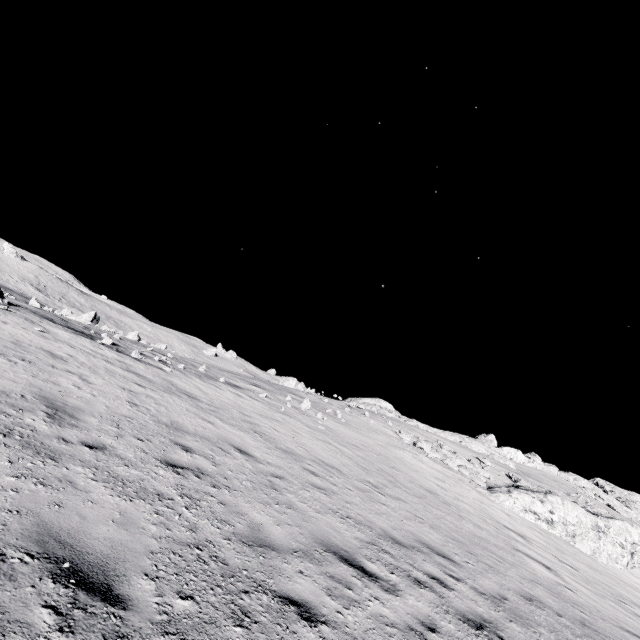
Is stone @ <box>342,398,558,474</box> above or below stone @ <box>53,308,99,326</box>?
above

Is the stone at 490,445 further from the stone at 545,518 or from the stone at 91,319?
the stone at 91,319

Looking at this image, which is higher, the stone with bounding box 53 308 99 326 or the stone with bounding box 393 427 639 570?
the stone with bounding box 393 427 639 570

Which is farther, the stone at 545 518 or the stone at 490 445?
the stone at 490 445

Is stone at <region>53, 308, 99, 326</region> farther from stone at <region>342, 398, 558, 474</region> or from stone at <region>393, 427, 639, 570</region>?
stone at <region>393, 427, 639, 570</region>

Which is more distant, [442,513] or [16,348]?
[442,513]

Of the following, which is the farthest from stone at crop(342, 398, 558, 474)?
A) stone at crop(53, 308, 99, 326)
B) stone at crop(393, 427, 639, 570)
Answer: stone at crop(53, 308, 99, 326)
